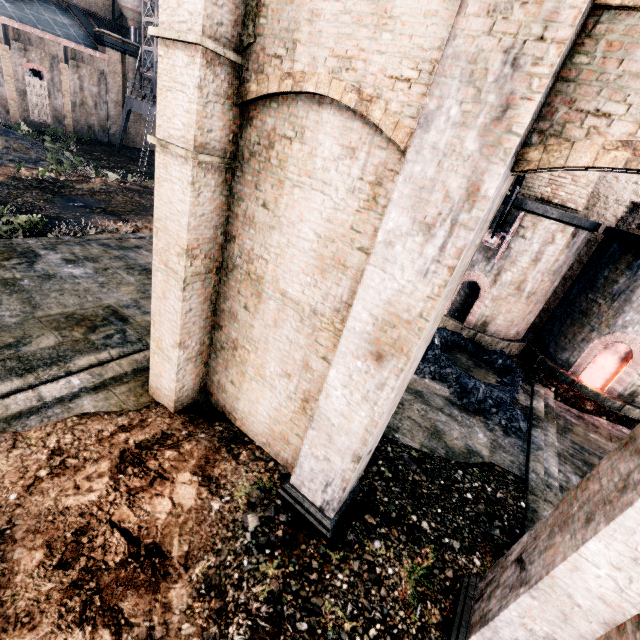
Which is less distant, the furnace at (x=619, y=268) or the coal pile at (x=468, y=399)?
the coal pile at (x=468, y=399)

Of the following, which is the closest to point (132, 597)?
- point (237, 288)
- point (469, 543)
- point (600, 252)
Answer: point (237, 288)

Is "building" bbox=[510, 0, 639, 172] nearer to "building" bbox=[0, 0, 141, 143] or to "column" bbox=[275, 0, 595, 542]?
"column" bbox=[275, 0, 595, 542]

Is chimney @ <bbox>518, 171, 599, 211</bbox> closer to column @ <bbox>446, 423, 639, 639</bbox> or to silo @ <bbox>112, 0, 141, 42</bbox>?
column @ <bbox>446, 423, 639, 639</bbox>

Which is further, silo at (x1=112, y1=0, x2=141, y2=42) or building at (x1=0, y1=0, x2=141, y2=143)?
silo at (x1=112, y1=0, x2=141, y2=42)

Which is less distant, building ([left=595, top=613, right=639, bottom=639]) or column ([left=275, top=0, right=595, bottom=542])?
column ([left=275, top=0, right=595, bottom=542])

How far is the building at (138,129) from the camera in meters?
46.1 m

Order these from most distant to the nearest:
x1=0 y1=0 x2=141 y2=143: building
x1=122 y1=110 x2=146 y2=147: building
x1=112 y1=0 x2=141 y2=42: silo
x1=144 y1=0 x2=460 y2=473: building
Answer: x1=122 y1=110 x2=146 y2=147: building, x1=112 y1=0 x2=141 y2=42: silo, x1=0 y1=0 x2=141 y2=143: building, x1=144 y1=0 x2=460 y2=473: building
